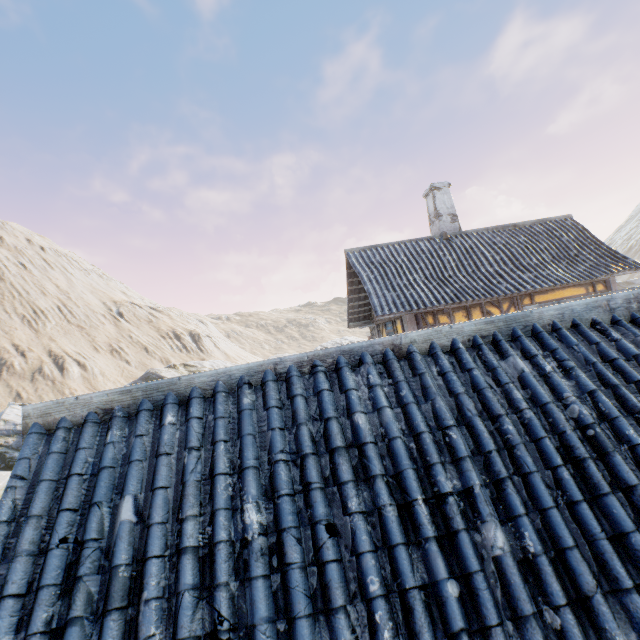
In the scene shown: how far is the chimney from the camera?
13.72m

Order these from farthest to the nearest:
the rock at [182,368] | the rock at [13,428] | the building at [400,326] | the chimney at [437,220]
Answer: the rock at [182,368]
the rock at [13,428]
the chimney at [437,220]
the building at [400,326]

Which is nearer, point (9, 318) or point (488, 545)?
point (488, 545)

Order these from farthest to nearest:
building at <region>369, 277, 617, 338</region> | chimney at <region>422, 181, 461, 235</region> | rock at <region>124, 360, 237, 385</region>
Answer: rock at <region>124, 360, 237, 385</region>
chimney at <region>422, 181, 461, 235</region>
building at <region>369, 277, 617, 338</region>

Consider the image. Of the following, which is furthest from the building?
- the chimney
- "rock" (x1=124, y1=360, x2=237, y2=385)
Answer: "rock" (x1=124, y1=360, x2=237, y2=385)

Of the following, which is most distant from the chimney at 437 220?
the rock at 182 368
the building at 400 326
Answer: the rock at 182 368

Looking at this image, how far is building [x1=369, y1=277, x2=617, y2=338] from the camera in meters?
11.0 m

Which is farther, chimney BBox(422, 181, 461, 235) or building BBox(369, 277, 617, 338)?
chimney BBox(422, 181, 461, 235)
